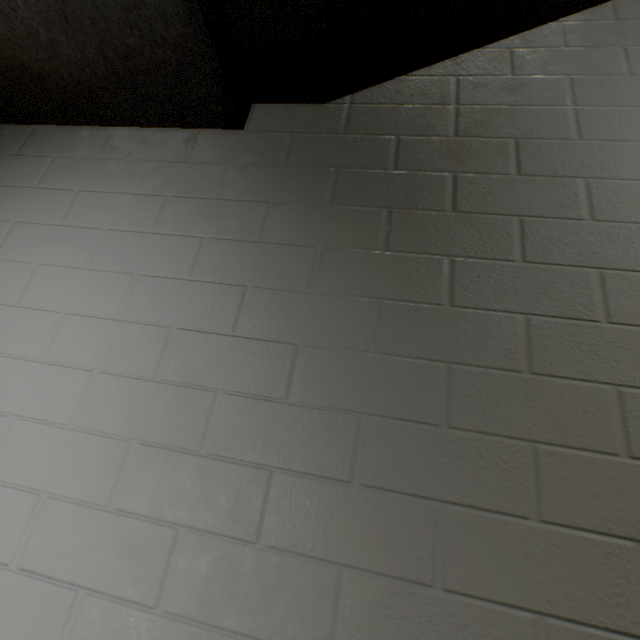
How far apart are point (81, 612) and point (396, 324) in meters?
1.0 m
